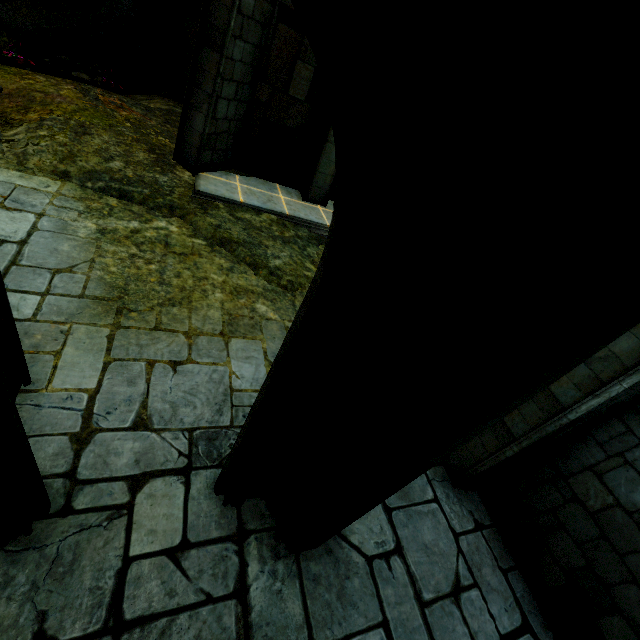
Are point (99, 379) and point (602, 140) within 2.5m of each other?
no

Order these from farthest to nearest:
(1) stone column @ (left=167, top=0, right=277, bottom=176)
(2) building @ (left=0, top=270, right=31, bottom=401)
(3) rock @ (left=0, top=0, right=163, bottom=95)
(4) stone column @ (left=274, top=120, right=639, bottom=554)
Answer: (3) rock @ (left=0, top=0, right=163, bottom=95)
(1) stone column @ (left=167, top=0, right=277, bottom=176)
(2) building @ (left=0, top=270, right=31, bottom=401)
(4) stone column @ (left=274, top=120, right=639, bottom=554)

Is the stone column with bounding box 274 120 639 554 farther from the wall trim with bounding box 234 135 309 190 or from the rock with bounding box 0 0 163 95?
the rock with bounding box 0 0 163 95

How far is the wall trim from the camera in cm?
802

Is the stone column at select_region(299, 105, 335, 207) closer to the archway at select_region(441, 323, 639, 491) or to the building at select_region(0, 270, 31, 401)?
the building at select_region(0, 270, 31, 401)

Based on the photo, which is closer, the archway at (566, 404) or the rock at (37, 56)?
the archway at (566, 404)

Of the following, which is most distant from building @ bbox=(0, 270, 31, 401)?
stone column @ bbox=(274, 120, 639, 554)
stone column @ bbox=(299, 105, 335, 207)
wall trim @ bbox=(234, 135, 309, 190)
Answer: wall trim @ bbox=(234, 135, 309, 190)

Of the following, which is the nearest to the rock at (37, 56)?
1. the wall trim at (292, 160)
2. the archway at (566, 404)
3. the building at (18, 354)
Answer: the wall trim at (292, 160)
